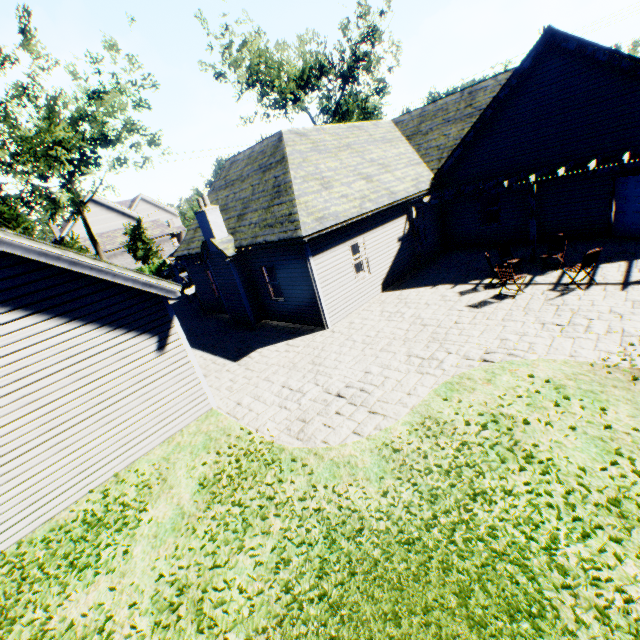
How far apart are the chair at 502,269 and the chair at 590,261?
1.4 meters

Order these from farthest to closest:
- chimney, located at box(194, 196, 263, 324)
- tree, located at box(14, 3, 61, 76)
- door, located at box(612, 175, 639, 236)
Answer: tree, located at box(14, 3, 61, 76)
chimney, located at box(194, 196, 263, 324)
door, located at box(612, 175, 639, 236)

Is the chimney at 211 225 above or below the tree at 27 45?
below

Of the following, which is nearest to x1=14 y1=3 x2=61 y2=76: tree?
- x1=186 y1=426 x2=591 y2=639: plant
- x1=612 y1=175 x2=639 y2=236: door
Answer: x1=186 y1=426 x2=591 y2=639: plant

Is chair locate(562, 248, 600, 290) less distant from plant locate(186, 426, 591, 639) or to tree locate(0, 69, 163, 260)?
plant locate(186, 426, 591, 639)

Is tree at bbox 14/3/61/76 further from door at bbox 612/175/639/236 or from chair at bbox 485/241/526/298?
door at bbox 612/175/639/236

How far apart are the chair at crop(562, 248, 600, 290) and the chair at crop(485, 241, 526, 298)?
1.43m

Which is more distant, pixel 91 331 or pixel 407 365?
pixel 407 365
